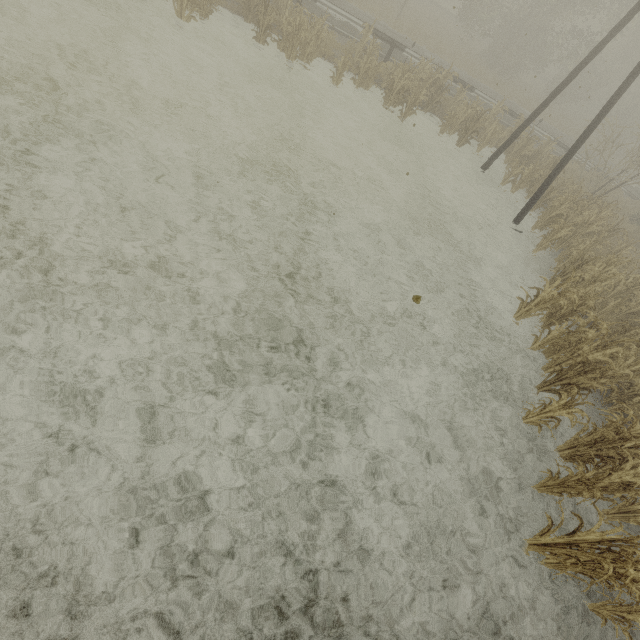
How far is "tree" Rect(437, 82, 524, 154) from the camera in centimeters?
1446cm

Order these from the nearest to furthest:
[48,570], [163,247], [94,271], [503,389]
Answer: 1. [48,570]
2. [94,271]
3. [163,247]
4. [503,389]

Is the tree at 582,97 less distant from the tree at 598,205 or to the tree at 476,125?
the tree at 476,125

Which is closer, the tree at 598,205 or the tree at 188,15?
the tree at 598,205

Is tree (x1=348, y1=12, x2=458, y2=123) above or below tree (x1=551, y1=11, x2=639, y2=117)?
below

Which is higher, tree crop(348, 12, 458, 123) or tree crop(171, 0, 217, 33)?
tree crop(348, 12, 458, 123)

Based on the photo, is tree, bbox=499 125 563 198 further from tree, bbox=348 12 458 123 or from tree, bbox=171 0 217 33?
A: tree, bbox=171 0 217 33
